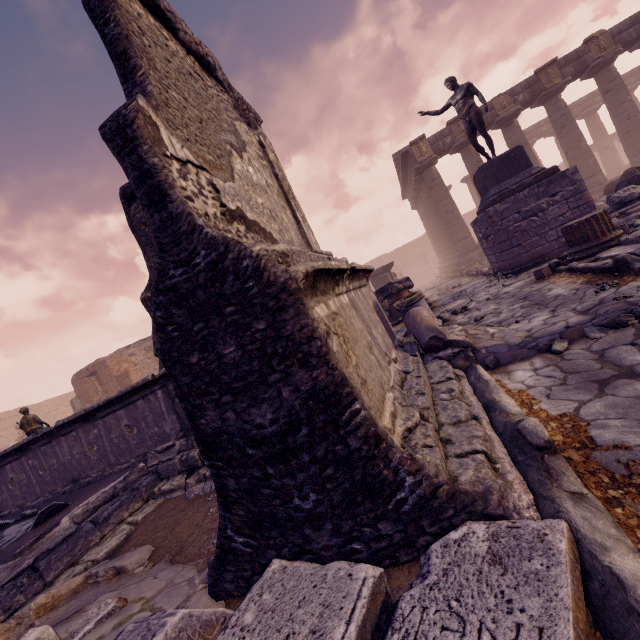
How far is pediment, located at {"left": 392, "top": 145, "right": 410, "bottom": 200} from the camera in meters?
18.1

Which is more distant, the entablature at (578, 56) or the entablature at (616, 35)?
the entablature at (578, 56)

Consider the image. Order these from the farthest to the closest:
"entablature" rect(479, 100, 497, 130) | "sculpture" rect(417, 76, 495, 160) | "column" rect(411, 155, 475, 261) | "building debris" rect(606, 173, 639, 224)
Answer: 1. "column" rect(411, 155, 475, 261)
2. "entablature" rect(479, 100, 497, 130)
3. "sculpture" rect(417, 76, 495, 160)
4. "building debris" rect(606, 173, 639, 224)

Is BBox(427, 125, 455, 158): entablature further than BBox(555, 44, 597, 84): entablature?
Yes

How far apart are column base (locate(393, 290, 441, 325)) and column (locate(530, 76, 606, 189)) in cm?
1560

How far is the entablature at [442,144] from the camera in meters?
17.3 m

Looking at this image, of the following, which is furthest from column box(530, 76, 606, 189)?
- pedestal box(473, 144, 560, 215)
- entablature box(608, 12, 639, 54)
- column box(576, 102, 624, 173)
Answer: column box(576, 102, 624, 173)

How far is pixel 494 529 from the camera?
1.3m
